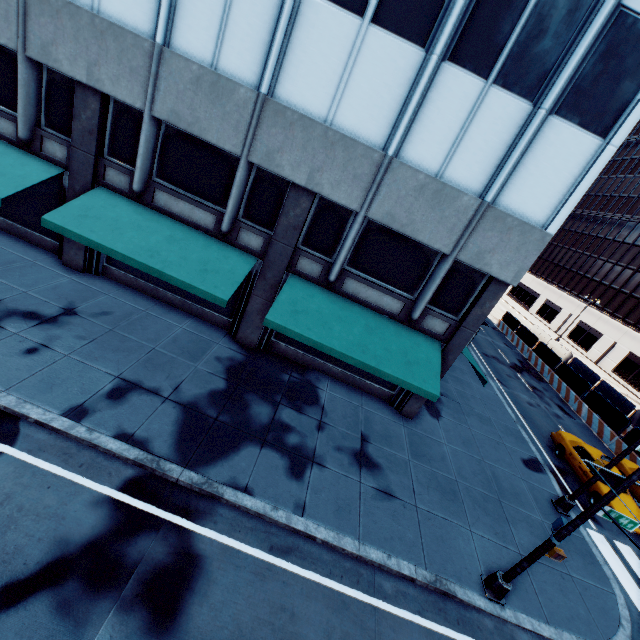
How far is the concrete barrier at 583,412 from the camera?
21.38m

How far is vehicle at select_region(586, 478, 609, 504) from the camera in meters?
14.5

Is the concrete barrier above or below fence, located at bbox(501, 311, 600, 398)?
below

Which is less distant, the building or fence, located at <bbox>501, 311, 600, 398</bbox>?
the building

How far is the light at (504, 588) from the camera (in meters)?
8.21

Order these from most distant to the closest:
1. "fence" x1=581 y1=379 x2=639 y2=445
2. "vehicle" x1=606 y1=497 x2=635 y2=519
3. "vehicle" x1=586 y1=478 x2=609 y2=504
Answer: "fence" x1=581 y1=379 x2=639 y2=445, "vehicle" x1=586 y1=478 x2=609 y2=504, "vehicle" x1=606 y1=497 x2=635 y2=519

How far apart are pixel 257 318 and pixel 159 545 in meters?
8.3 m

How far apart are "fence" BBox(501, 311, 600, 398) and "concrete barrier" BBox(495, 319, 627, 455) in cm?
1
